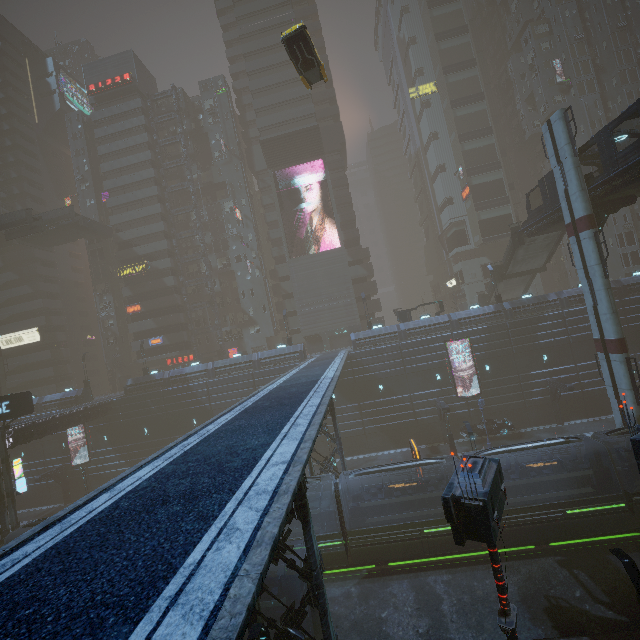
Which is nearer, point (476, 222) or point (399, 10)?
point (476, 222)

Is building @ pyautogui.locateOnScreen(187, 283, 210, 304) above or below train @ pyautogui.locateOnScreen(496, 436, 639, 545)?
above

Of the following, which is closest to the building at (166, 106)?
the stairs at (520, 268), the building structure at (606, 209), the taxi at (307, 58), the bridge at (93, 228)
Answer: the bridge at (93, 228)

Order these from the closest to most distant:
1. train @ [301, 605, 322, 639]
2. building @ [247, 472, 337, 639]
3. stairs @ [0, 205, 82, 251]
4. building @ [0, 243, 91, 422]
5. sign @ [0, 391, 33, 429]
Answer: building @ [247, 472, 337, 639] < train @ [301, 605, 322, 639] < sign @ [0, 391, 33, 429] < stairs @ [0, 205, 82, 251] < building @ [0, 243, 91, 422]

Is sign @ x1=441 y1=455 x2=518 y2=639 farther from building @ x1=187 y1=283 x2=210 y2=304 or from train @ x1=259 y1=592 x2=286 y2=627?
train @ x1=259 y1=592 x2=286 y2=627

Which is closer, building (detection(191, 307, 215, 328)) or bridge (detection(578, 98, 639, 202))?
bridge (detection(578, 98, 639, 202))

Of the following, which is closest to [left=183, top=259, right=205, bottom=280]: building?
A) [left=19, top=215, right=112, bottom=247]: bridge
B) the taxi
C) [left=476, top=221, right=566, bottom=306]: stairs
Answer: [left=19, top=215, right=112, bottom=247]: bridge

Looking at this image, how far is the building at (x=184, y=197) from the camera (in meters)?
54.31
